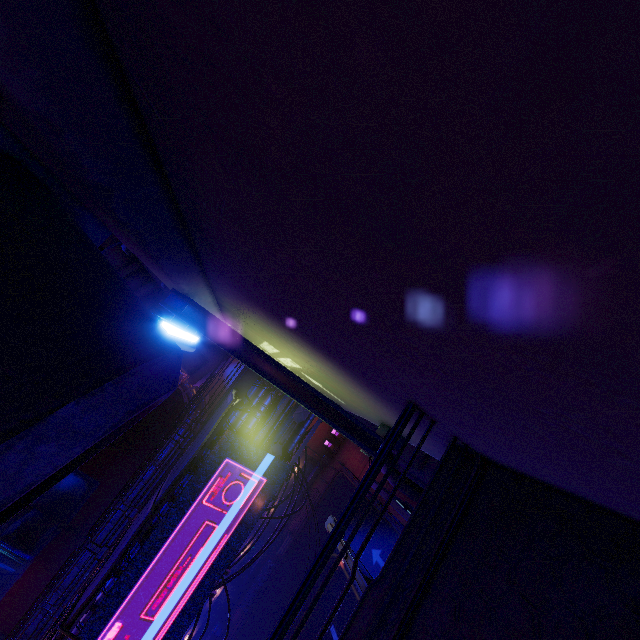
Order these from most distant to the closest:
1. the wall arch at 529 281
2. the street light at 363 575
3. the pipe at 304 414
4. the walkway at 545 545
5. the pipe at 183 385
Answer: the pipe at 183 385 < the pipe at 304 414 < the street light at 363 575 < the walkway at 545 545 < the wall arch at 529 281

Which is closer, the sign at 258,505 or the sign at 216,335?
the sign at 216,335

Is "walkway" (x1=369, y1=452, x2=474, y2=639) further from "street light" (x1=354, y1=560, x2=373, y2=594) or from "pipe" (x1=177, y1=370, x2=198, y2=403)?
"pipe" (x1=177, y1=370, x2=198, y2=403)

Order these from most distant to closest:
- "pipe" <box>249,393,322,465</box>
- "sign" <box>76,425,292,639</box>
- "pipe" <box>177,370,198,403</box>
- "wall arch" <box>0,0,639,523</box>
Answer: "pipe" <box>177,370,198,403</box>, "pipe" <box>249,393,322,465</box>, "sign" <box>76,425,292,639</box>, "wall arch" <box>0,0,639,523</box>

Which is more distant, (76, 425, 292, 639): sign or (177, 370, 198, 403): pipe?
(177, 370, 198, 403): pipe

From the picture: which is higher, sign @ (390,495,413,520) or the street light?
the street light

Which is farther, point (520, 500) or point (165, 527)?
point (165, 527)

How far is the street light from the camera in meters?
5.0 m
